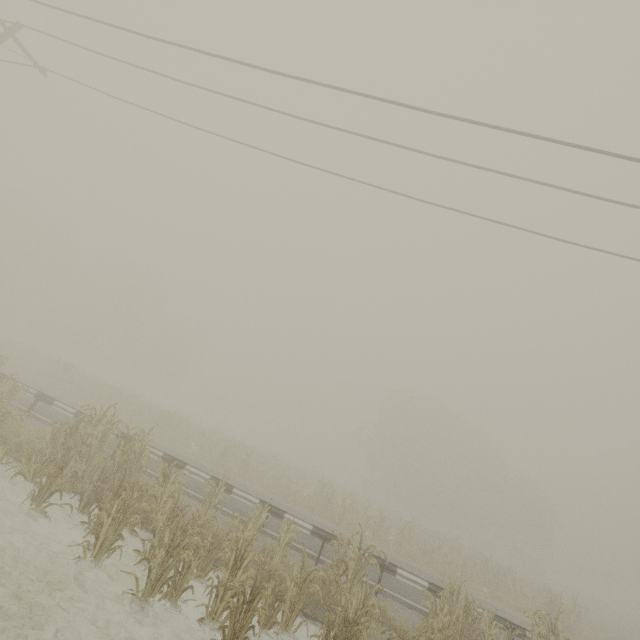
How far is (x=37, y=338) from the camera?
42.7m

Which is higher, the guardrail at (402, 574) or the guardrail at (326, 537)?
the guardrail at (326, 537)

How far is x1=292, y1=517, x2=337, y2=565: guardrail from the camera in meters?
10.4 m

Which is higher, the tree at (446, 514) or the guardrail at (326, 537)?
the guardrail at (326, 537)

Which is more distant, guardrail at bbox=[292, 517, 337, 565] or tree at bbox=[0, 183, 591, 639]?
guardrail at bbox=[292, 517, 337, 565]

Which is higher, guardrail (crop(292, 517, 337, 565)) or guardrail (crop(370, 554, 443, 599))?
guardrail (crop(292, 517, 337, 565))
